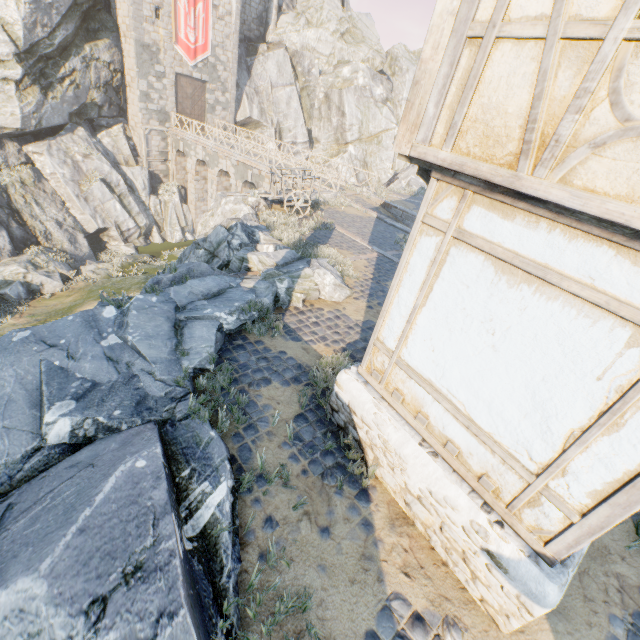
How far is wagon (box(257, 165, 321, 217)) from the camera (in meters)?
13.32

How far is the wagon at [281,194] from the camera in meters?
13.3

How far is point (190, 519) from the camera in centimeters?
362cm

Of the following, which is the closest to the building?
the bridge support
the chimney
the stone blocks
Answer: the stone blocks

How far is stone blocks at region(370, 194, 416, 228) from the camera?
19.75m

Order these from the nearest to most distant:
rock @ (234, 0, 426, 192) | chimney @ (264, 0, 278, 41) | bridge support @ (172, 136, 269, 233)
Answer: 1. bridge support @ (172, 136, 269, 233)
2. chimney @ (264, 0, 278, 41)
3. rock @ (234, 0, 426, 192)

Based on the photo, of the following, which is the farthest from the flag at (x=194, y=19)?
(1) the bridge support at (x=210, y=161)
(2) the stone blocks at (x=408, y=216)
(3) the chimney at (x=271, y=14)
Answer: (3) the chimney at (x=271, y=14)

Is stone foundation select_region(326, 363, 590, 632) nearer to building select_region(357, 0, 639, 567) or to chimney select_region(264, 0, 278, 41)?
building select_region(357, 0, 639, 567)
